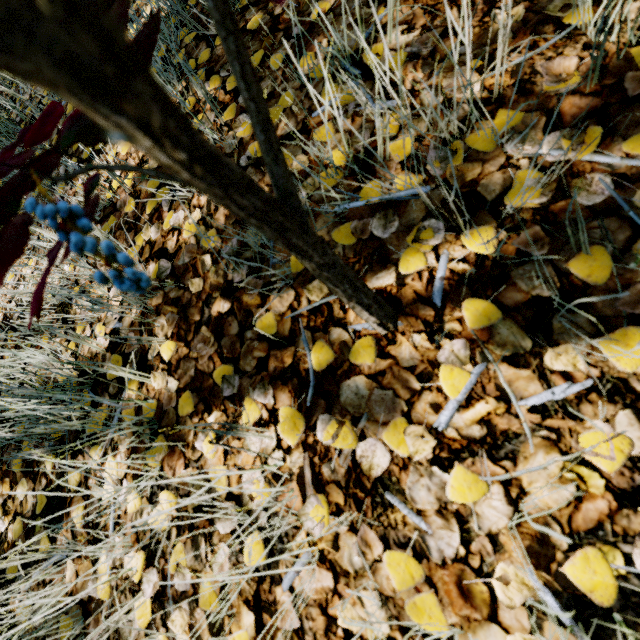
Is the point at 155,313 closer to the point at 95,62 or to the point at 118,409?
the point at 118,409
